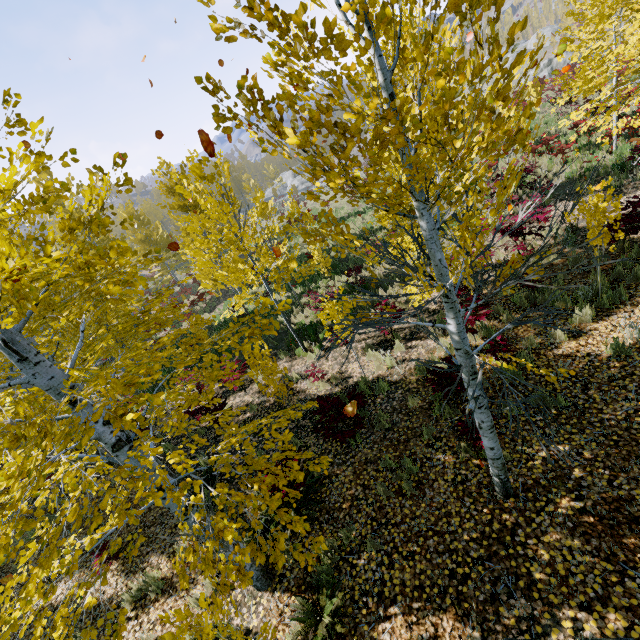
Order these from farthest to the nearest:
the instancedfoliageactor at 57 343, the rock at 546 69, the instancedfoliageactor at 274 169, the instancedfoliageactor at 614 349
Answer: the instancedfoliageactor at 274 169 → the rock at 546 69 → the instancedfoliageactor at 614 349 → the instancedfoliageactor at 57 343

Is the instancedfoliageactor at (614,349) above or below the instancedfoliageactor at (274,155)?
below

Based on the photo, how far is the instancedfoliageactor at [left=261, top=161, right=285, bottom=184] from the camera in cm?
5248

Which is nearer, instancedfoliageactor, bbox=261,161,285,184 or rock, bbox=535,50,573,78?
A: rock, bbox=535,50,573,78

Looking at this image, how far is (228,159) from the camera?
49.5m
